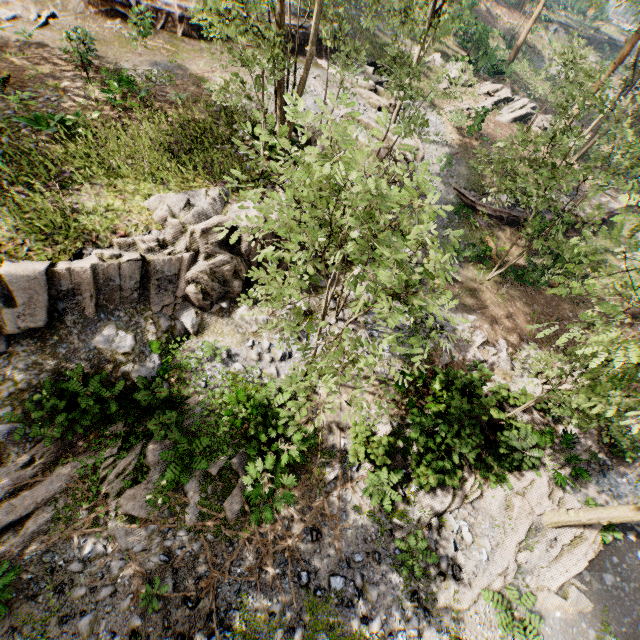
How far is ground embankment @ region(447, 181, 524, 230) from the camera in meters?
20.9

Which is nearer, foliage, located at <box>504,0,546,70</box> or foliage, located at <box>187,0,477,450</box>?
foliage, located at <box>187,0,477,450</box>

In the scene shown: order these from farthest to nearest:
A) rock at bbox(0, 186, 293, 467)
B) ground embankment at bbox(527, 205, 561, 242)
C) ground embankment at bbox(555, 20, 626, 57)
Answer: ground embankment at bbox(555, 20, 626, 57) < ground embankment at bbox(527, 205, 561, 242) < rock at bbox(0, 186, 293, 467)

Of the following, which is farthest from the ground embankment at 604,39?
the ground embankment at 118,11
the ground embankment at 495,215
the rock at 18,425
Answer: the rock at 18,425

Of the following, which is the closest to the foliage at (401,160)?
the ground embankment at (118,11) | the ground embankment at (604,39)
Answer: the ground embankment at (118,11)

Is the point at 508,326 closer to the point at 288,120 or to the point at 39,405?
the point at 288,120

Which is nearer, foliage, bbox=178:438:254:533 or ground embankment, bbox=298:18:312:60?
foliage, bbox=178:438:254:533

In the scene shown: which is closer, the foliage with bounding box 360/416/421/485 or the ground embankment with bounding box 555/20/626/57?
the foliage with bounding box 360/416/421/485
